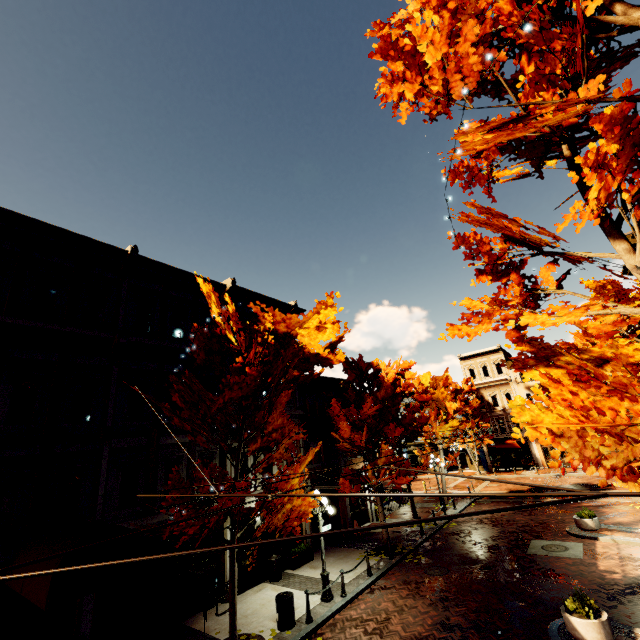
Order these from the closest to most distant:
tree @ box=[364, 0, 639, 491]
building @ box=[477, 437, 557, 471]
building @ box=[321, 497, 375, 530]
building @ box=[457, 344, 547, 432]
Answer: tree @ box=[364, 0, 639, 491] → building @ box=[321, 497, 375, 530] → building @ box=[477, 437, 557, 471] → building @ box=[457, 344, 547, 432]

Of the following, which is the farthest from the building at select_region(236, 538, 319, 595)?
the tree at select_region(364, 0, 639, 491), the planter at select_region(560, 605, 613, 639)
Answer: the planter at select_region(560, 605, 613, 639)

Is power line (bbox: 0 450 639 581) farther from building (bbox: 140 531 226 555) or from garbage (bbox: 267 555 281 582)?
garbage (bbox: 267 555 281 582)

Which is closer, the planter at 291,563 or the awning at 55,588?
the awning at 55,588

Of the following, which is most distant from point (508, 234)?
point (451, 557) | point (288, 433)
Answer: point (451, 557)

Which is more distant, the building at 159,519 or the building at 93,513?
the building at 159,519

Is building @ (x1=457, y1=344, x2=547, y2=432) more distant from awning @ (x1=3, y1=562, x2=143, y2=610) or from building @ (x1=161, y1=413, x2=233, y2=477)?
awning @ (x1=3, y1=562, x2=143, y2=610)

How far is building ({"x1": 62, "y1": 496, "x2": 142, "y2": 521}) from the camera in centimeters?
1057cm
